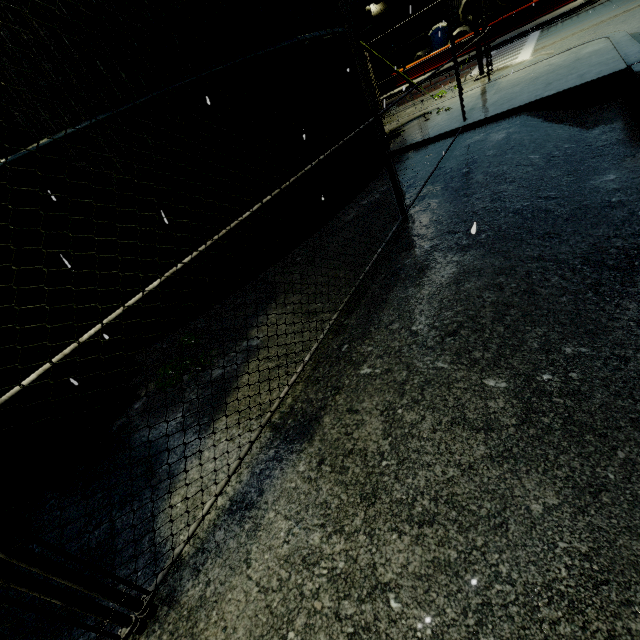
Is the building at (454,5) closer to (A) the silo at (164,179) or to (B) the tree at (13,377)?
(B) the tree at (13,377)

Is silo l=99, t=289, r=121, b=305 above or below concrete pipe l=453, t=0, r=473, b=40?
below

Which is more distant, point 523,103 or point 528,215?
point 523,103

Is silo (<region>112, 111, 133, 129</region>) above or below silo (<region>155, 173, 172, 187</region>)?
above

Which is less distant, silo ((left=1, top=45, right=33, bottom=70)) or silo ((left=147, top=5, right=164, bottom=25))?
silo ((left=1, top=45, right=33, bottom=70))

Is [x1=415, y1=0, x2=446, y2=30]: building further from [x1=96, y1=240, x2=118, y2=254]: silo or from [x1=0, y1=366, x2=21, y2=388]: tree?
[x1=96, y1=240, x2=118, y2=254]: silo

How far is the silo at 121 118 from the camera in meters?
4.3
